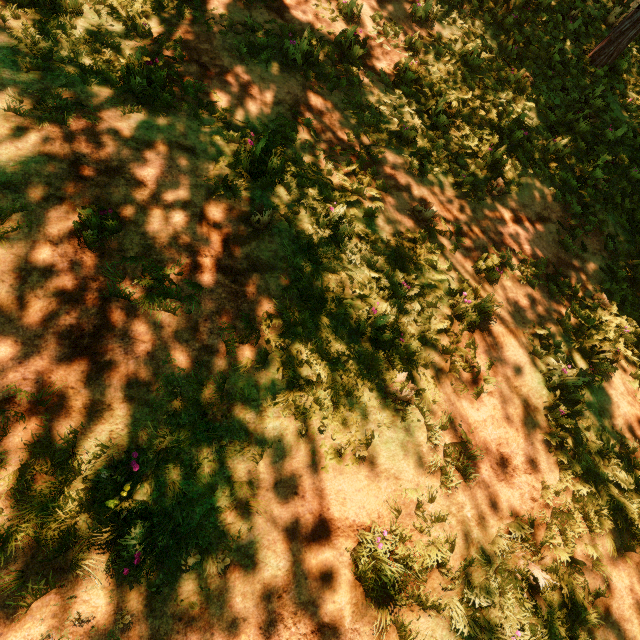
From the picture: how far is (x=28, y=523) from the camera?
2.7m
